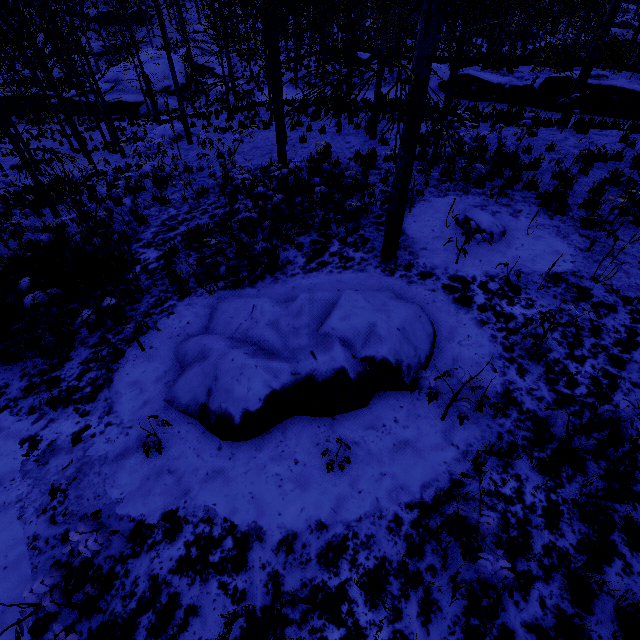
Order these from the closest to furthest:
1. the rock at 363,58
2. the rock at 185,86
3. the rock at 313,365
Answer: the rock at 313,365 → the rock at 363,58 → the rock at 185,86

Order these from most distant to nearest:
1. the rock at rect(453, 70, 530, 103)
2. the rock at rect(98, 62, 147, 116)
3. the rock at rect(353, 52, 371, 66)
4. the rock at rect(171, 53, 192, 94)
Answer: the rock at rect(171, 53, 192, 94)
the rock at rect(98, 62, 147, 116)
the rock at rect(353, 52, 371, 66)
the rock at rect(453, 70, 530, 103)

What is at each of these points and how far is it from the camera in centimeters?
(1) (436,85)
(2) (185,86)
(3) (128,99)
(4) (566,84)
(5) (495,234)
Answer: (1) rock, 1795cm
(2) rock, 3188cm
(3) rock, 2858cm
(4) rock, 1449cm
(5) rock, 654cm

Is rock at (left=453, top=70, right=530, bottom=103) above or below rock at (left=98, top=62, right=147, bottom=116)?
above

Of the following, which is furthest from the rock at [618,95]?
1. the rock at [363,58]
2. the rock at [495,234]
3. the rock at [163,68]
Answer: the rock at [163,68]

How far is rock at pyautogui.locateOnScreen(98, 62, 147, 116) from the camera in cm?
2872

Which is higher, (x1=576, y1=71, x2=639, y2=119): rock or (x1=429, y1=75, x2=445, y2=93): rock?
(x1=429, y1=75, x2=445, y2=93): rock

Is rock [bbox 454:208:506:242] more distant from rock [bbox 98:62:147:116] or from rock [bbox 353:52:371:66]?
rock [bbox 98:62:147:116]
